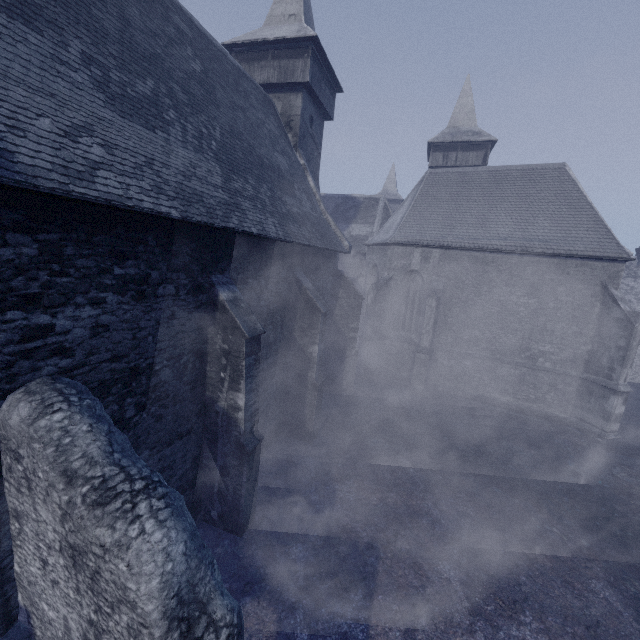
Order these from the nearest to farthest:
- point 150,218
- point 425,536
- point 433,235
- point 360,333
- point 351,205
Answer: point 150,218 → point 425,536 → point 433,235 → point 360,333 → point 351,205
